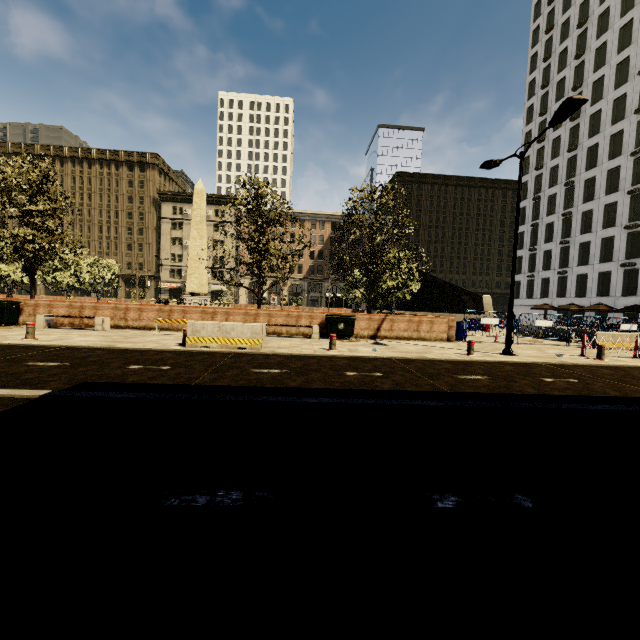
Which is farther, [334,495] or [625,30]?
[625,30]

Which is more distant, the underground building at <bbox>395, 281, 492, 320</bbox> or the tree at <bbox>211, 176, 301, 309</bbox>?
the underground building at <bbox>395, 281, 492, 320</bbox>

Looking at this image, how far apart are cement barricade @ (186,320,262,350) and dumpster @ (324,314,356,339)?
4.4m

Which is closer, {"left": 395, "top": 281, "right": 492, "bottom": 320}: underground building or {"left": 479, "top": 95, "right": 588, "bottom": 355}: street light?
{"left": 479, "top": 95, "right": 588, "bottom": 355}: street light

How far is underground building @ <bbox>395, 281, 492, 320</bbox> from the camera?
30.8m

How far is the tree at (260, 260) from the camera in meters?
15.6 m

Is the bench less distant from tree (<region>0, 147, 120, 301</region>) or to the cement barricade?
tree (<region>0, 147, 120, 301</region>)
